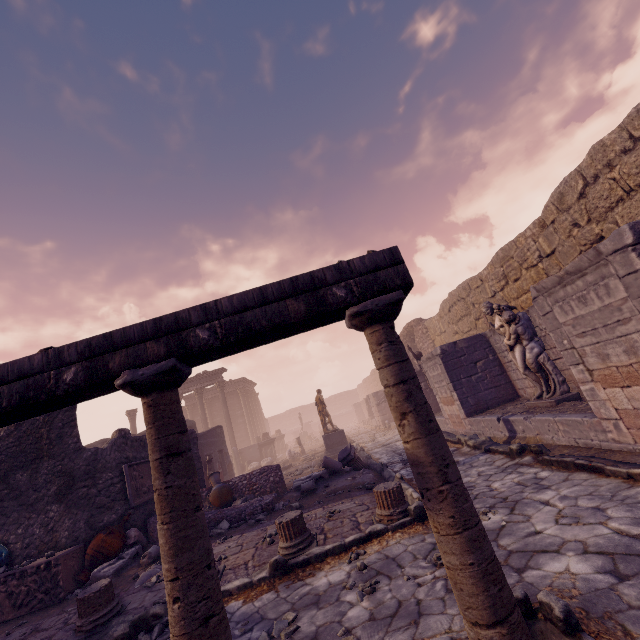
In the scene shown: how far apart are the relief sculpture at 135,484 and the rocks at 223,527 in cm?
212

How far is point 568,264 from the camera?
8.0 meters

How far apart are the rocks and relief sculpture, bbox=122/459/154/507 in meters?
2.1 m

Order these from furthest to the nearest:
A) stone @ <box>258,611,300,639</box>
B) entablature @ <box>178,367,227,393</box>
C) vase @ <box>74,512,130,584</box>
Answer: entablature @ <box>178,367,227,393</box> → vase @ <box>74,512,130,584</box> → stone @ <box>258,611,300,639</box>

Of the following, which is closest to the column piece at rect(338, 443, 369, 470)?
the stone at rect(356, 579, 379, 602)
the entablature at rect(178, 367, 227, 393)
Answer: the stone at rect(356, 579, 379, 602)

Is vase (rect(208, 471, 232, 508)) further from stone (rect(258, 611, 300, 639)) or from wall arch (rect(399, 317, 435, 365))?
wall arch (rect(399, 317, 435, 365))

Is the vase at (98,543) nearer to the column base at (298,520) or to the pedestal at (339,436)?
the column base at (298,520)

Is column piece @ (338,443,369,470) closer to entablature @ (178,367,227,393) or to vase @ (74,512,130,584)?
vase @ (74,512,130,584)
